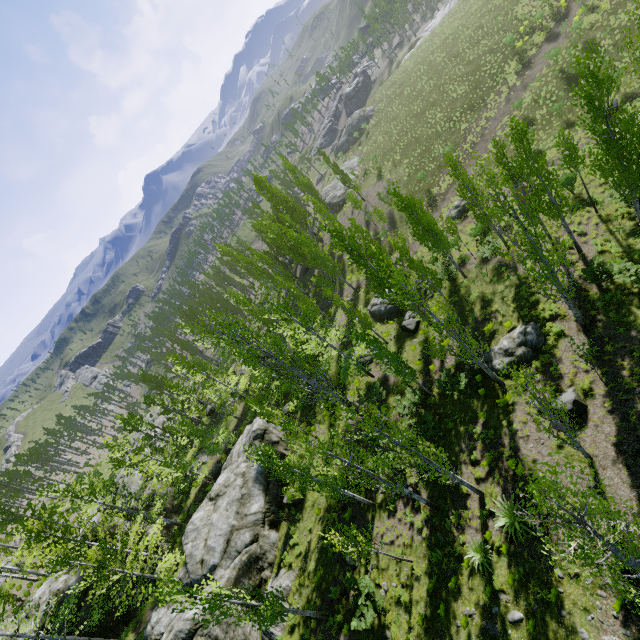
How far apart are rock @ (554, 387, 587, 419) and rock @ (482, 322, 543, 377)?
2.8 meters

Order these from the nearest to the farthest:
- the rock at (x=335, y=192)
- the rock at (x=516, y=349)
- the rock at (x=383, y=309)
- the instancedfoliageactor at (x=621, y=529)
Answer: the instancedfoliageactor at (x=621, y=529), the rock at (x=516, y=349), the rock at (x=383, y=309), the rock at (x=335, y=192)

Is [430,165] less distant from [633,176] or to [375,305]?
[375,305]

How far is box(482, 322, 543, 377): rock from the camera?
17.6m

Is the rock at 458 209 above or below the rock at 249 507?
below

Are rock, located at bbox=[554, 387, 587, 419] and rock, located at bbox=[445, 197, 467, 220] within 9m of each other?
no

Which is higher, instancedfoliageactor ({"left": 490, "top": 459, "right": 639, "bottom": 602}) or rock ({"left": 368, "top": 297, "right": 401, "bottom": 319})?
instancedfoliageactor ({"left": 490, "top": 459, "right": 639, "bottom": 602})

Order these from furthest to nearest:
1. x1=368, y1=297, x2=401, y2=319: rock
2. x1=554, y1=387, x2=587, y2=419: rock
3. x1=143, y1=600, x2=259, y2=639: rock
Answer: x1=368, y1=297, x2=401, y2=319: rock
x1=143, y1=600, x2=259, y2=639: rock
x1=554, y1=387, x2=587, y2=419: rock
